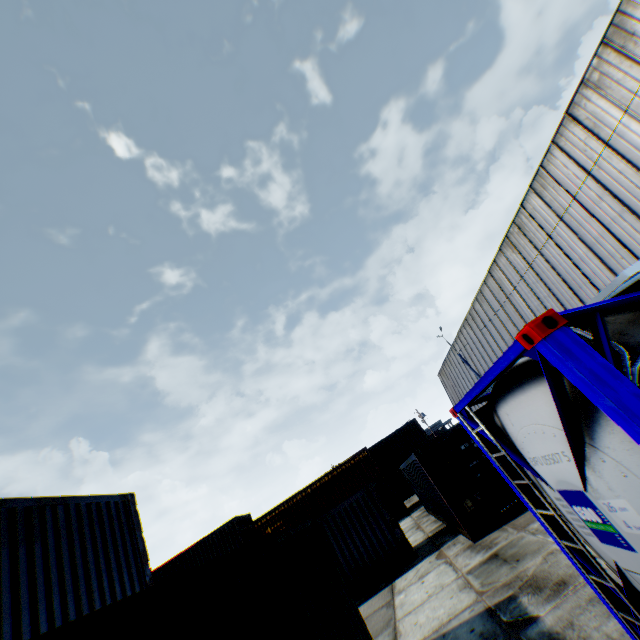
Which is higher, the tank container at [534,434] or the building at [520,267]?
the building at [520,267]

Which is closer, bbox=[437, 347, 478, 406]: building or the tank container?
the tank container

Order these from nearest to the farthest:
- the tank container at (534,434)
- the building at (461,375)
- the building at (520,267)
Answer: the tank container at (534,434) → the building at (520,267) → the building at (461,375)

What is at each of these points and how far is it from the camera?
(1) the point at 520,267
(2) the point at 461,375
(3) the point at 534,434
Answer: (1) building, 22.66m
(2) building, 41.56m
(3) tank container, 3.09m

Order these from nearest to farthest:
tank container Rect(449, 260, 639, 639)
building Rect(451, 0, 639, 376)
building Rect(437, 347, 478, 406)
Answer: tank container Rect(449, 260, 639, 639), building Rect(451, 0, 639, 376), building Rect(437, 347, 478, 406)

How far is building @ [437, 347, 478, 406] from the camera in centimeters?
3941cm

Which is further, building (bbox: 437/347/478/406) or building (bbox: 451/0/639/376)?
building (bbox: 437/347/478/406)
